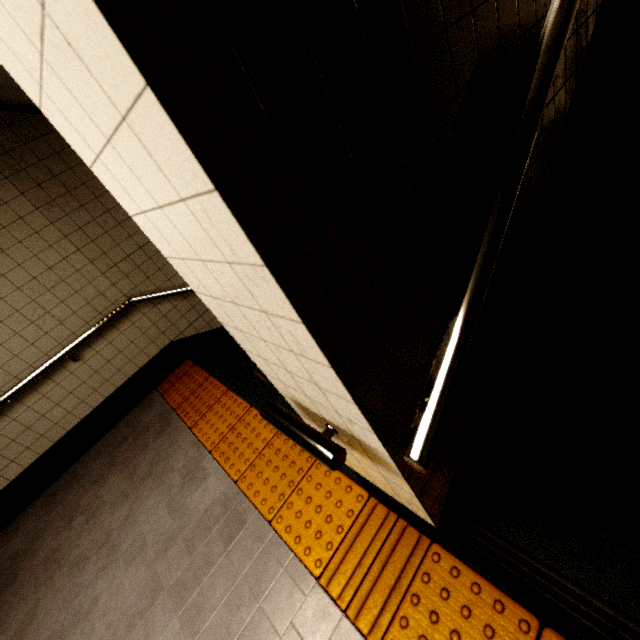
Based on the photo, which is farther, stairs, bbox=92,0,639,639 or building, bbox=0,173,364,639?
building, bbox=0,173,364,639

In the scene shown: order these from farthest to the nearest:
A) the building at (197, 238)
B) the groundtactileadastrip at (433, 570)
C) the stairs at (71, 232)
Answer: the stairs at (71, 232), the groundtactileadastrip at (433, 570), the building at (197, 238)

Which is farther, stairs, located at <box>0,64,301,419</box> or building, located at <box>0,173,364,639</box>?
stairs, located at <box>0,64,301,419</box>

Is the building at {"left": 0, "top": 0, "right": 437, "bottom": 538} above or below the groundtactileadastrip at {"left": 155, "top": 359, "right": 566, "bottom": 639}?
above

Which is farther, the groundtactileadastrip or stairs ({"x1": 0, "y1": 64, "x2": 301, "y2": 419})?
stairs ({"x1": 0, "y1": 64, "x2": 301, "y2": 419})

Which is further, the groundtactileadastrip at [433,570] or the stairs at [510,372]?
the groundtactileadastrip at [433,570]

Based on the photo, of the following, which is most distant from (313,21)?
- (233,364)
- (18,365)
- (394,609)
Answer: (18,365)

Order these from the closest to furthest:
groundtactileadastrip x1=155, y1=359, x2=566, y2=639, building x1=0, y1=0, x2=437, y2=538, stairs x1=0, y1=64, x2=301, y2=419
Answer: building x1=0, y1=0, x2=437, y2=538 → groundtactileadastrip x1=155, y1=359, x2=566, y2=639 → stairs x1=0, y1=64, x2=301, y2=419
